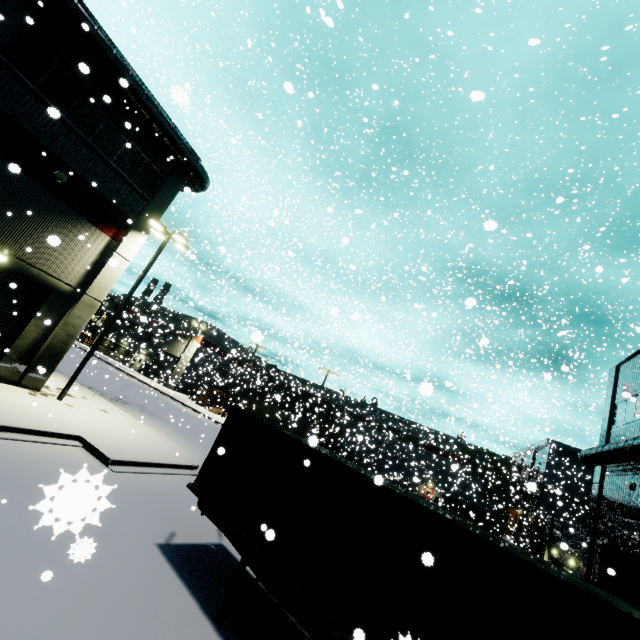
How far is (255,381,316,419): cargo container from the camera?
37.0m

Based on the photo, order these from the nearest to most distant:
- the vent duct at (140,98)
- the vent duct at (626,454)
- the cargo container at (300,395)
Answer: the vent duct at (140,98) → the vent duct at (626,454) → the cargo container at (300,395)

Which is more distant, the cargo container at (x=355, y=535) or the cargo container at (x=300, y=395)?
the cargo container at (x=300, y=395)

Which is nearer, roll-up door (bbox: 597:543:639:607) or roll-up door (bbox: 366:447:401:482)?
roll-up door (bbox: 597:543:639:607)

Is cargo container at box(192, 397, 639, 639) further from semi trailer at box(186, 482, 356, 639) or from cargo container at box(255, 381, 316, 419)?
cargo container at box(255, 381, 316, 419)

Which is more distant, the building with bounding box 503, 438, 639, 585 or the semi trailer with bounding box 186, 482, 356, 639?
the building with bounding box 503, 438, 639, 585

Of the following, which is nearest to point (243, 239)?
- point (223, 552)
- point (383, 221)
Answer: point (383, 221)
